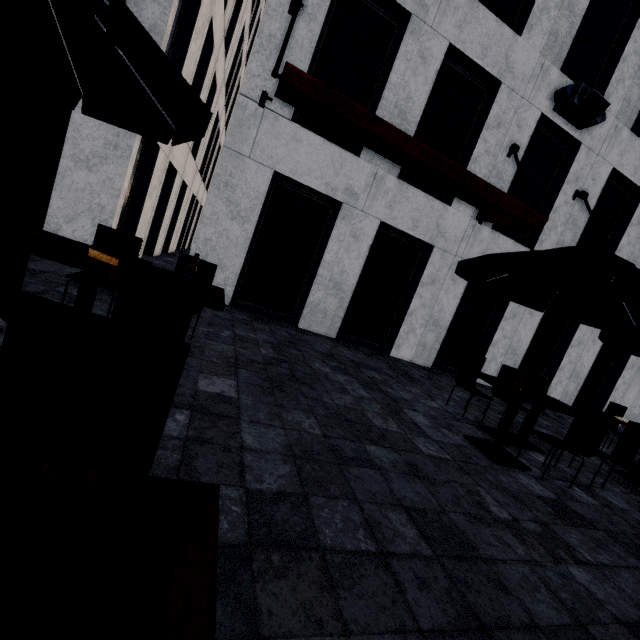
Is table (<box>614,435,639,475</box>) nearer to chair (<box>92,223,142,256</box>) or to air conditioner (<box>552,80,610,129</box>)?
air conditioner (<box>552,80,610,129</box>)

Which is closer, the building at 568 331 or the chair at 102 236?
the chair at 102 236

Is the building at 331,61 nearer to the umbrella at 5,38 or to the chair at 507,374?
the chair at 507,374

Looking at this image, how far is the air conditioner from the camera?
7.5m

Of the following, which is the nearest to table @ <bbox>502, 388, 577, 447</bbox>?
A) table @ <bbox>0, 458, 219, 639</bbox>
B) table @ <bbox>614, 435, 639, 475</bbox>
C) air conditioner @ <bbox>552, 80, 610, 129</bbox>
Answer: table @ <bbox>614, 435, 639, 475</bbox>

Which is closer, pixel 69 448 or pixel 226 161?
pixel 69 448

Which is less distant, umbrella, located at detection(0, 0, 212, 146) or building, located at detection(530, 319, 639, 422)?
umbrella, located at detection(0, 0, 212, 146)

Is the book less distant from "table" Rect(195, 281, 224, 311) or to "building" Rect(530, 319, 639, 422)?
"table" Rect(195, 281, 224, 311)
